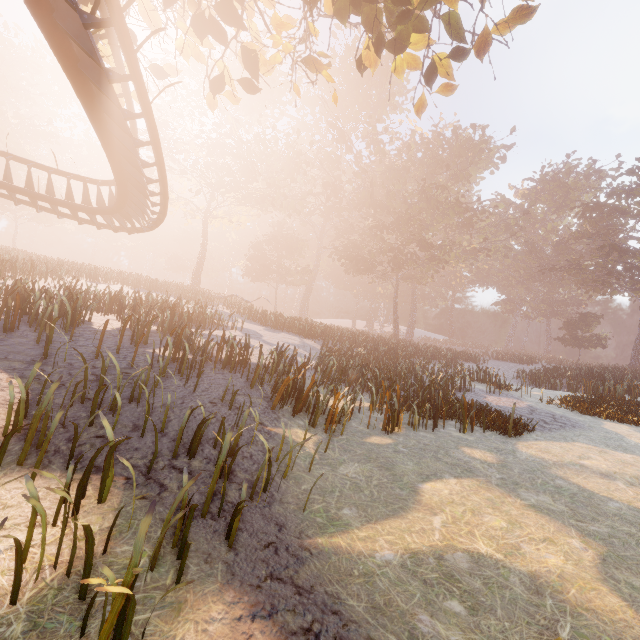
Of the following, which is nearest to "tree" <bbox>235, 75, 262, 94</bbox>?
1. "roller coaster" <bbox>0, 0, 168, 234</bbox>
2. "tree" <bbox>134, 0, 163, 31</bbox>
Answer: "tree" <bbox>134, 0, 163, 31</bbox>

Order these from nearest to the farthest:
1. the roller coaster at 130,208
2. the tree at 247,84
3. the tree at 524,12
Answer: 1. the roller coaster at 130,208
2. the tree at 524,12
3. the tree at 247,84

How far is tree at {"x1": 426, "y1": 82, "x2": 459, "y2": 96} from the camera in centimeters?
788cm

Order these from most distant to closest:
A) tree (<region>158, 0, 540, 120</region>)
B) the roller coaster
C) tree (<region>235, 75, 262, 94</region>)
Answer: tree (<region>235, 75, 262, 94</region>)
tree (<region>158, 0, 540, 120</region>)
the roller coaster

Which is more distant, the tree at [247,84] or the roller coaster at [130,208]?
the tree at [247,84]

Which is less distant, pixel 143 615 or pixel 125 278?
pixel 143 615

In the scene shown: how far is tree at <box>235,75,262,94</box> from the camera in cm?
739

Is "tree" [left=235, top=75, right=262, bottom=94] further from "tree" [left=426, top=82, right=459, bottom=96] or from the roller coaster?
the roller coaster
